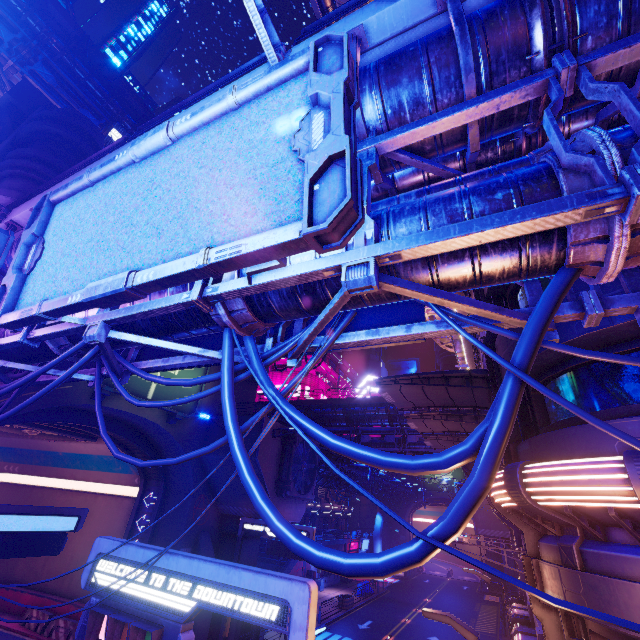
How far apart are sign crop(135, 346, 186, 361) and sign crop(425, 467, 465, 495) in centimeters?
6287cm

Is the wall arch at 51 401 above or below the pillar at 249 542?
above

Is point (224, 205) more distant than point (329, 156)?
Yes

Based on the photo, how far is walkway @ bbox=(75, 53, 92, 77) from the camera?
33.04m

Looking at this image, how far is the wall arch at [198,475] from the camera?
21.96m

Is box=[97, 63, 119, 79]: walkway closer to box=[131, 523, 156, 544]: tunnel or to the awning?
box=[131, 523, 156, 544]: tunnel

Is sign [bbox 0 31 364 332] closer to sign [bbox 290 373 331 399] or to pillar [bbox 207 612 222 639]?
Answer: pillar [bbox 207 612 222 639]
